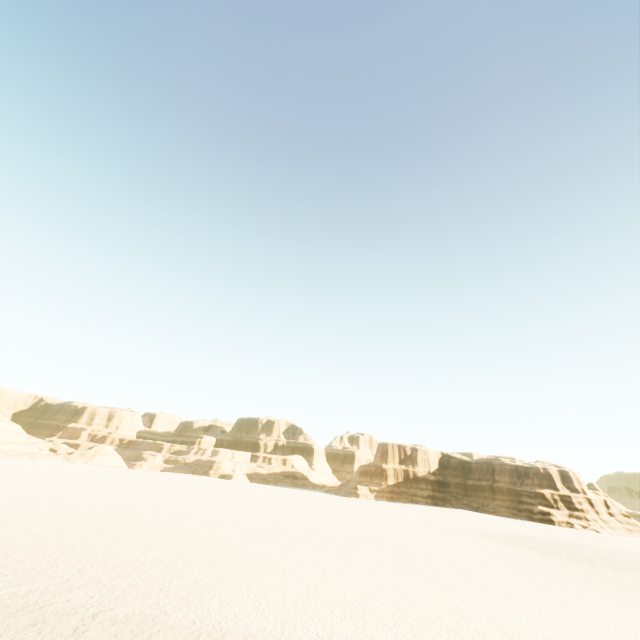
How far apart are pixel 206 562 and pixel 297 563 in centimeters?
484cm
